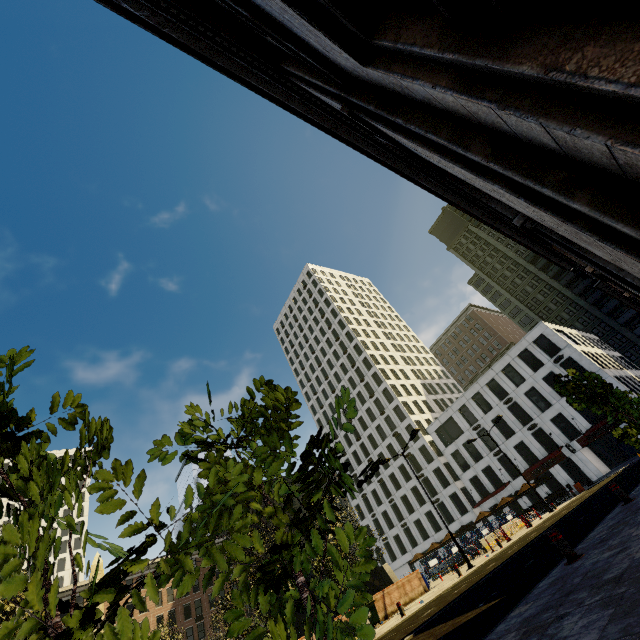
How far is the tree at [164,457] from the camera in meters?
2.6 m

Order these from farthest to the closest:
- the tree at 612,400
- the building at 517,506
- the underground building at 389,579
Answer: the building at 517,506 < the underground building at 389,579 < the tree at 612,400

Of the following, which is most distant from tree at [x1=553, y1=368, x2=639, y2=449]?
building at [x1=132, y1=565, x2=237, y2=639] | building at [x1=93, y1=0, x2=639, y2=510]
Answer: building at [x1=132, y1=565, x2=237, y2=639]

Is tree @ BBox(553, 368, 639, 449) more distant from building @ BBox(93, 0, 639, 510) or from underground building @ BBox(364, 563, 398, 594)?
underground building @ BBox(364, 563, 398, 594)

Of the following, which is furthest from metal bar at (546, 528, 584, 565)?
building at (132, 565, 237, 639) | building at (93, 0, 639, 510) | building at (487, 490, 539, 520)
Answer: building at (132, 565, 237, 639)

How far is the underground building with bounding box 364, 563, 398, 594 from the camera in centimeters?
3534cm

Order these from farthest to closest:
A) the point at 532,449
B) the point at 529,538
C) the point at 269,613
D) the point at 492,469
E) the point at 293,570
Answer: the point at 492,469
the point at 532,449
the point at 269,613
the point at 529,538
the point at 293,570

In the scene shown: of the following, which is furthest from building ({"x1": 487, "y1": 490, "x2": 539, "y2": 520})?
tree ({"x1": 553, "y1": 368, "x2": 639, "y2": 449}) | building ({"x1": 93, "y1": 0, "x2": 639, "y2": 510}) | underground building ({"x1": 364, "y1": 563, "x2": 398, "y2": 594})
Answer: tree ({"x1": 553, "y1": 368, "x2": 639, "y2": 449})
